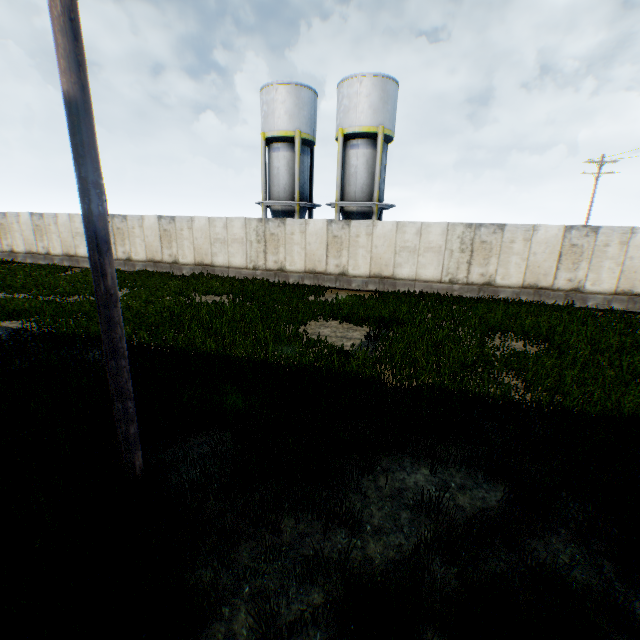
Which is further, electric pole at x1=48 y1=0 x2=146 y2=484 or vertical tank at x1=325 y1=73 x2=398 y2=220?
vertical tank at x1=325 y1=73 x2=398 y2=220

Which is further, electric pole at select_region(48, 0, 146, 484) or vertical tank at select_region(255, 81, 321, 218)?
vertical tank at select_region(255, 81, 321, 218)

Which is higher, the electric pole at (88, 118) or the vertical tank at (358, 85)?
the vertical tank at (358, 85)

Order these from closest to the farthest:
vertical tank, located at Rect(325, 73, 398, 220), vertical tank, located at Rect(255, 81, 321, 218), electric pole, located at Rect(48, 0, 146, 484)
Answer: electric pole, located at Rect(48, 0, 146, 484) < vertical tank, located at Rect(325, 73, 398, 220) < vertical tank, located at Rect(255, 81, 321, 218)

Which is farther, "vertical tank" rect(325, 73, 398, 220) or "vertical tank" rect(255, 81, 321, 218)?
"vertical tank" rect(255, 81, 321, 218)

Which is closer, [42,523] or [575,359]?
[42,523]

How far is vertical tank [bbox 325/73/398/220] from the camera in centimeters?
2027cm

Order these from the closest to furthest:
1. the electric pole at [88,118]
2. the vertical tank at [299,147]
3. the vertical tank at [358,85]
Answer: the electric pole at [88,118]
the vertical tank at [358,85]
the vertical tank at [299,147]
